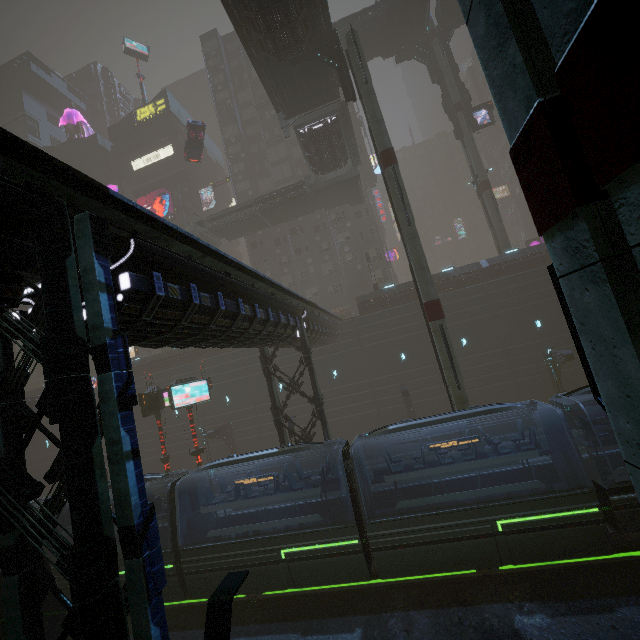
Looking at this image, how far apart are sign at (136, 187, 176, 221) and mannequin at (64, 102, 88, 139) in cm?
2262

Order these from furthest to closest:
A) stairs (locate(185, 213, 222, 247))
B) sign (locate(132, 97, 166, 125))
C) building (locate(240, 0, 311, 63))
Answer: sign (locate(132, 97, 166, 125)) < stairs (locate(185, 213, 222, 247)) < building (locate(240, 0, 311, 63))

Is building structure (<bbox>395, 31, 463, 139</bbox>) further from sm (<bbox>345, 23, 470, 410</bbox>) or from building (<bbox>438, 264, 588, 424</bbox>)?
building (<bbox>438, 264, 588, 424</bbox>)

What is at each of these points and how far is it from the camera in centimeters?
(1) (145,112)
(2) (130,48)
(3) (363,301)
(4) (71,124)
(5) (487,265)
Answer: (1) sign, 5203cm
(2) sign, 5369cm
(3) building, 3136cm
(4) mannequin, 5753cm
(5) building, 2920cm

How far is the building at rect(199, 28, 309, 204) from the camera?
45.34m

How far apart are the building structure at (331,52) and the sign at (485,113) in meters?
19.6 m

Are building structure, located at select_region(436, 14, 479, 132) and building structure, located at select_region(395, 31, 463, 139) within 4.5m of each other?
yes

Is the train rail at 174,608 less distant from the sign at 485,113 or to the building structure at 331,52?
the building structure at 331,52
